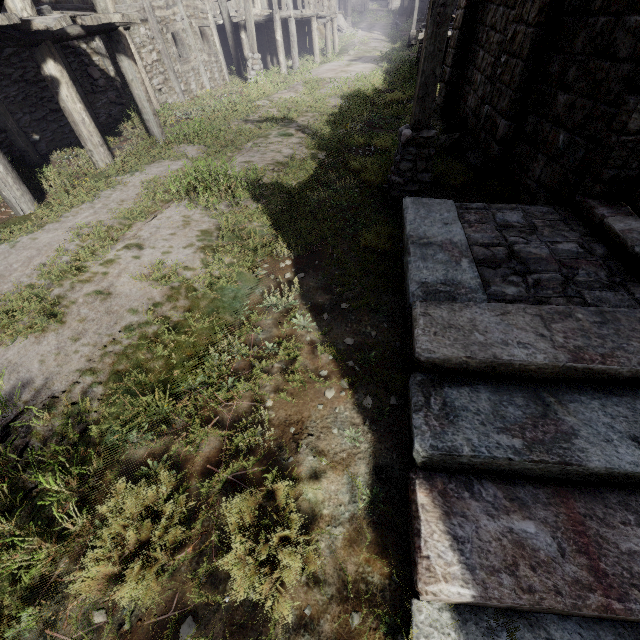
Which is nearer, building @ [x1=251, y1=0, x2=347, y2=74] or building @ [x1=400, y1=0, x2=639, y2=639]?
building @ [x1=400, y1=0, x2=639, y2=639]

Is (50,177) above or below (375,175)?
above

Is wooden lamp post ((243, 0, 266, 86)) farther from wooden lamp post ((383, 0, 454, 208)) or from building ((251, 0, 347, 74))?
wooden lamp post ((383, 0, 454, 208))

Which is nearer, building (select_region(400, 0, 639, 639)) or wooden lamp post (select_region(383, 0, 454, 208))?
building (select_region(400, 0, 639, 639))

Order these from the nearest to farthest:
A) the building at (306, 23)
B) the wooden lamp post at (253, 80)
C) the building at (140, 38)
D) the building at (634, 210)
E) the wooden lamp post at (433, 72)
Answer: the building at (634, 210) < the wooden lamp post at (433, 72) < the building at (140, 38) < the wooden lamp post at (253, 80) < the building at (306, 23)

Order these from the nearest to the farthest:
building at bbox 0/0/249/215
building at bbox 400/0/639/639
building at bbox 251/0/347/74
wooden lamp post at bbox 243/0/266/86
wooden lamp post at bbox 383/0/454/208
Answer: building at bbox 400/0/639/639 < wooden lamp post at bbox 383/0/454/208 < building at bbox 0/0/249/215 < wooden lamp post at bbox 243/0/266/86 < building at bbox 251/0/347/74

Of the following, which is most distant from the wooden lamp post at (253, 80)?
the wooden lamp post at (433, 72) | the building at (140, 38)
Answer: the wooden lamp post at (433, 72)
